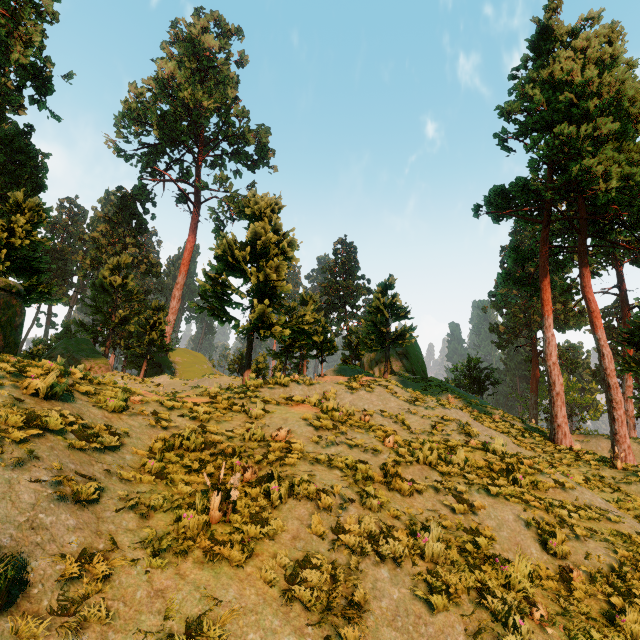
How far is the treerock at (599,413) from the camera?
50.2m

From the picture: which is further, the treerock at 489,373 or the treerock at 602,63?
the treerock at 489,373

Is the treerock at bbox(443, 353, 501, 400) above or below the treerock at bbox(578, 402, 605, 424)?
above

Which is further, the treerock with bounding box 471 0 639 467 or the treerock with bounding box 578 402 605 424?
the treerock with bounding box 578 402 605 424

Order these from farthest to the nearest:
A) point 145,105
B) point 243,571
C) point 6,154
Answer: point 145,105
point 6,154
point 243,571
